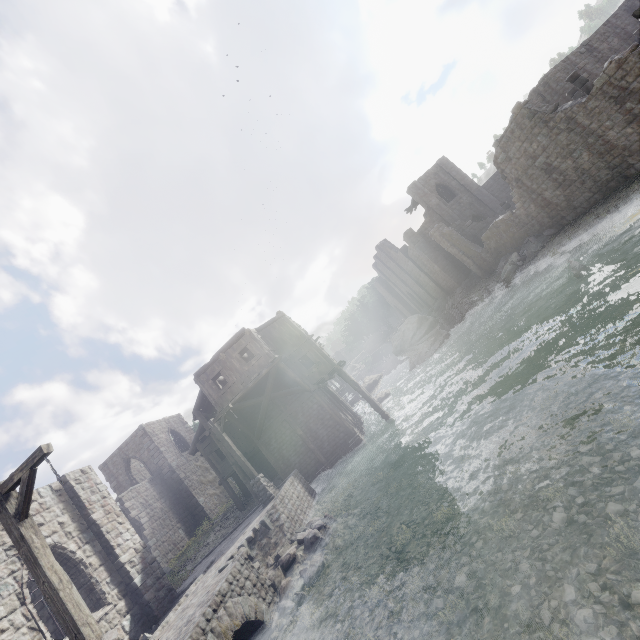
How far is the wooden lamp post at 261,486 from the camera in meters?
14.9

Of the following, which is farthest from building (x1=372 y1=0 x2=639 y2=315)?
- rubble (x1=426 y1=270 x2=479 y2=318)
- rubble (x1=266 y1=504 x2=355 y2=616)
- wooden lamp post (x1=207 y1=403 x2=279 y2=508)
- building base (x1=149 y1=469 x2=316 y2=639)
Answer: rubble (x1=266 y1=504 x2=355 y2=616)

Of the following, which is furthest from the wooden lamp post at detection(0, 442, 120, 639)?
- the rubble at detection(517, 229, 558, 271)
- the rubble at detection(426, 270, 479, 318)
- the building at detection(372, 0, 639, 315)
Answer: the rubble at detection(426, 270, 479, 318)

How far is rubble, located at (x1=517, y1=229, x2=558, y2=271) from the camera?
22.5 meters

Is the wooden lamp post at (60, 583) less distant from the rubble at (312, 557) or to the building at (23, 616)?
the rubble at (312, 557)

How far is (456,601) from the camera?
4.84m

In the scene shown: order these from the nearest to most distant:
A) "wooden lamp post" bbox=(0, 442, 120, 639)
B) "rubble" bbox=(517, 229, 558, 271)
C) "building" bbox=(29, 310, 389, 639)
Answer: "wooden lamp post" bbox=(0, 442, 120, 639), "building" bbox=(29, 310, 389, 639), "rubble" bbox=(517, 229, 558, 271)

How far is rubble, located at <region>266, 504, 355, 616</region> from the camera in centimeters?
878cm
